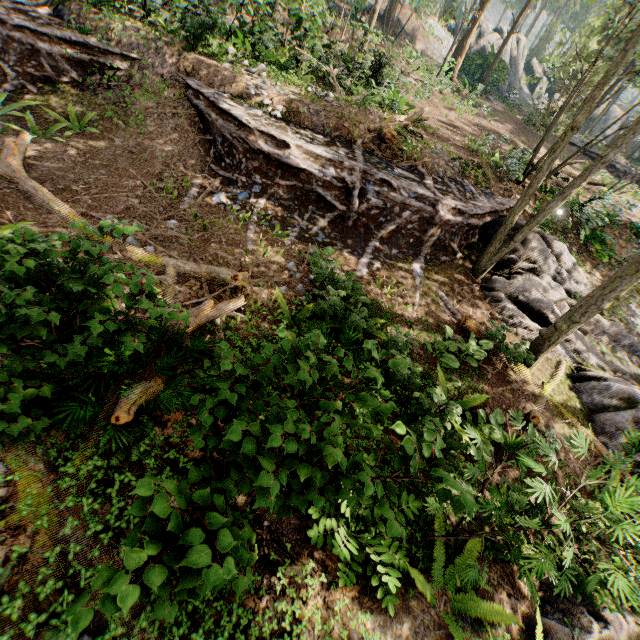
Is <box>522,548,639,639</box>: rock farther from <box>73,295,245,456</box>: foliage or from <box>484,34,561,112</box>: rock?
<box>484,34,561,112</box>: rock

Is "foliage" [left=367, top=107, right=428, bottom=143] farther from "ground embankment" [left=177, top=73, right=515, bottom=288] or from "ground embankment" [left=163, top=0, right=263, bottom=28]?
"ground embankment" [left=163, top=0, right=263, bottom=28]

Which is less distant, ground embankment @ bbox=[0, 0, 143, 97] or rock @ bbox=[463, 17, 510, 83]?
ground embankment @ bbox=[0, 0, 143, 97]

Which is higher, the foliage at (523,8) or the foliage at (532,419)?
the foliage at (523,8)

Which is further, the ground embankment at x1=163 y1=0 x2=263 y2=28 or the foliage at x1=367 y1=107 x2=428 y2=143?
the foliage at x1=367 y1=107 x2=428 y2=143

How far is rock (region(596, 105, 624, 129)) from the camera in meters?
49.9 m

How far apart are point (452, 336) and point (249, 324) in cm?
530

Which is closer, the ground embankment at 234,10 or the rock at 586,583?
the rock at 586,583
